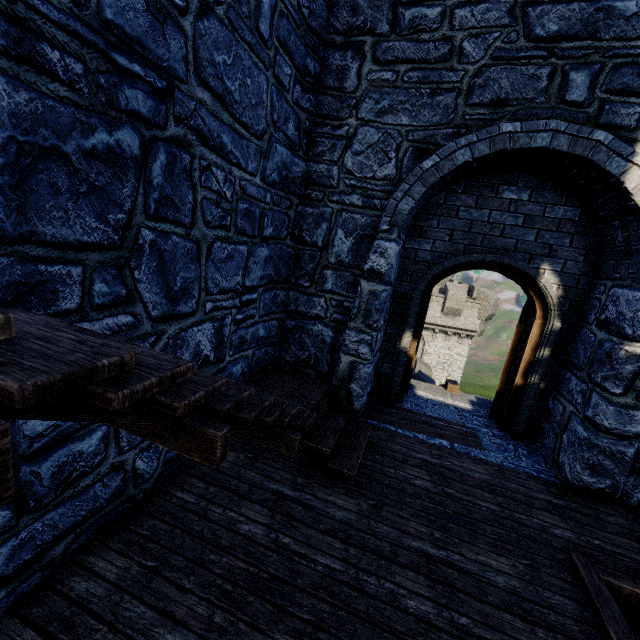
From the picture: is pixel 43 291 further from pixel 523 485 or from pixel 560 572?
pixel 523 485
